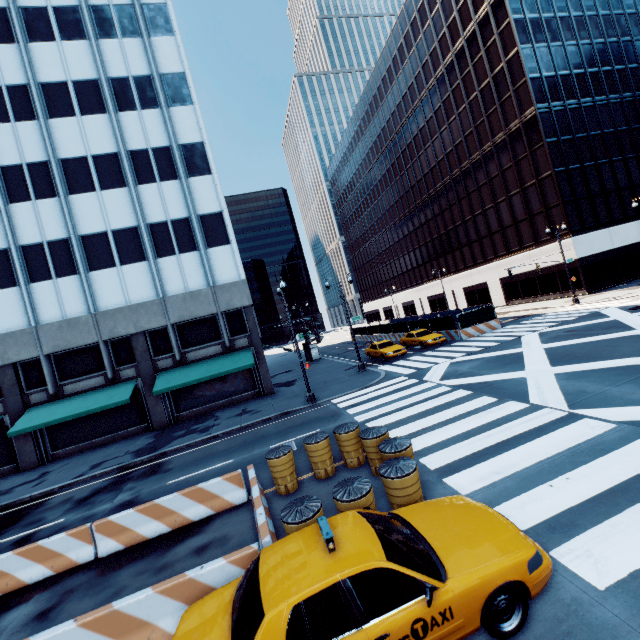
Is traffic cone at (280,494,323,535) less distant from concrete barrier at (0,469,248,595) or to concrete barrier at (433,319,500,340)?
concrete barrier at (0,469,248,595)

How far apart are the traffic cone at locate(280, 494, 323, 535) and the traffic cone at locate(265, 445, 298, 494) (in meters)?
2.59

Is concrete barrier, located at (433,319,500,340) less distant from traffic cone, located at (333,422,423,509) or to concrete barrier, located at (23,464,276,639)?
traffic cone, located at (333,422,423,509)

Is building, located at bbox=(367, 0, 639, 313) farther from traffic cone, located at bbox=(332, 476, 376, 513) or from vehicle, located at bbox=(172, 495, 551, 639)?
traffic cone, located at bbox=(332, 476, 376, 513)

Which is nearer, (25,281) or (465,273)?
(25,281)

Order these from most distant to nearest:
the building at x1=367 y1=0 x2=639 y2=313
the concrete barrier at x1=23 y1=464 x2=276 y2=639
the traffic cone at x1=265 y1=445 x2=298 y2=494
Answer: the building at x1=367 y1=0 x2=639 y2=313, the traffic cone at x1=265 y1=445 x2=298 y2=494, the concrete barrier at x1=23 y1=464 x2=276 y2=639

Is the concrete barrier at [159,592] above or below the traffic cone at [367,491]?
below

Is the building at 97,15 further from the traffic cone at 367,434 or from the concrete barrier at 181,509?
the traffic cone at 367,434
